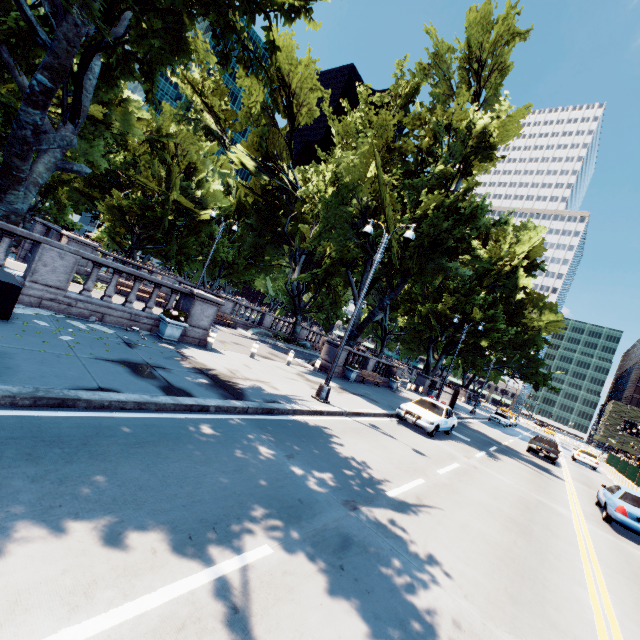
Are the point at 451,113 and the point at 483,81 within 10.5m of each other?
yes

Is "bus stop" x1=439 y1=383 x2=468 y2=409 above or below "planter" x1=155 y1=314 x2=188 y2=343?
above

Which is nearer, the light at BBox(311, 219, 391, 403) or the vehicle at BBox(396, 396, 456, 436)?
the light at BBox(311, 219, 391, 403)

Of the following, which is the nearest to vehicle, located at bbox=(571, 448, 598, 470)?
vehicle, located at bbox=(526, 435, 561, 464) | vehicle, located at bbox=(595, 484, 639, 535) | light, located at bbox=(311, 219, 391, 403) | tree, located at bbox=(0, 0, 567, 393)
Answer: vehicle, located at bbox=(526, 435, 561, 464)

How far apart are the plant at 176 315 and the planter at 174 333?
0.0m

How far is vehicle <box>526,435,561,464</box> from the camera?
22.4m

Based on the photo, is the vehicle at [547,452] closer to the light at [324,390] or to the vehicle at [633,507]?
the vehicle at [633,507]

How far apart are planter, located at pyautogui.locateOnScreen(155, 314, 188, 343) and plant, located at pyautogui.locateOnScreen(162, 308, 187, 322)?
0.01m
